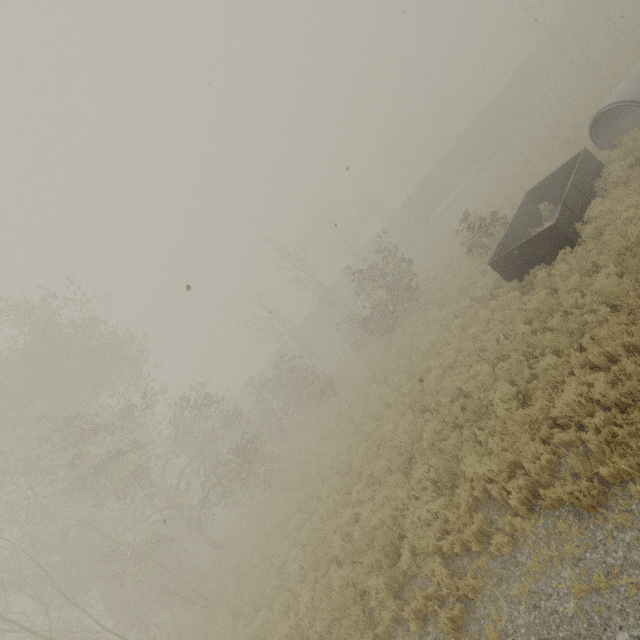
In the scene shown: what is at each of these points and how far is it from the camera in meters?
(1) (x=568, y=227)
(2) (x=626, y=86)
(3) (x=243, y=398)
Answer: (1) truck bed, 10.9
(2) concrete pipe, 12.7
(3) boxcar, 45.4

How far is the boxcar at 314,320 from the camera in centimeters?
4138cm

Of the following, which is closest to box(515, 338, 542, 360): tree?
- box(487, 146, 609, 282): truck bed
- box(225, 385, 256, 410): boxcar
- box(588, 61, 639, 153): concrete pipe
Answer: box(487, 146, 609, 282): truck bed

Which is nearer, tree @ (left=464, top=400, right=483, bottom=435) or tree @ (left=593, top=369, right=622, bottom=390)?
tree @ (left=593, top=369, right=622, bottom=390)

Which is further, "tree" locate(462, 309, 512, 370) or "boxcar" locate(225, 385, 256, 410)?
"boxcar" locate(225, 385, 256, 410)

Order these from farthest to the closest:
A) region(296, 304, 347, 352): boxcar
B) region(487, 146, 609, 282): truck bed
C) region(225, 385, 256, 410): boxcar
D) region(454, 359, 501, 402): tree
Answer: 1. region(225, 385, 256, 410): boxcar
2. region(296, 304, 347, 352): boxcar
3. region(487, 146, 609, 282): truck bed
4. region(454, 359, 501, 402): tree

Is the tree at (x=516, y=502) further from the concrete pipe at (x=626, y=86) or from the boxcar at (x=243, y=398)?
the boxcar at (x=243, y=398)

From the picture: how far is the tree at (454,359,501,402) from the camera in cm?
916
